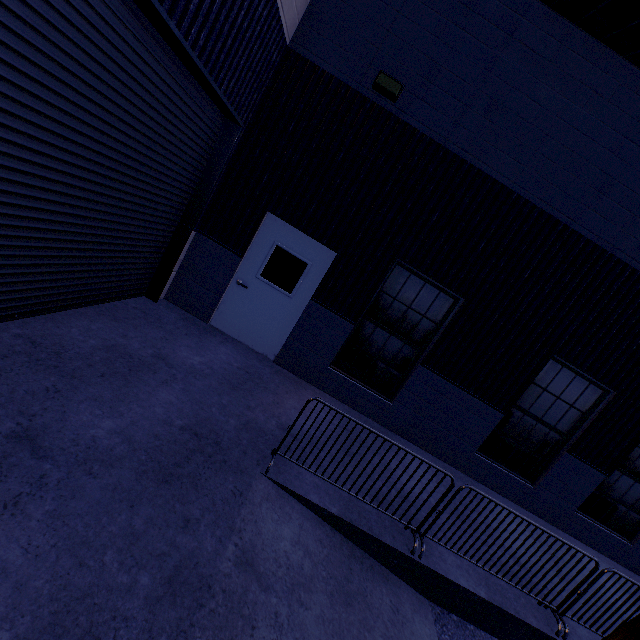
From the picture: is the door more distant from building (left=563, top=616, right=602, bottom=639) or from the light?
the light

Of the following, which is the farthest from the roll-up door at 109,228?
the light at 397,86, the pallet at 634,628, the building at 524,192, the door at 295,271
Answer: the pallet at 634,628

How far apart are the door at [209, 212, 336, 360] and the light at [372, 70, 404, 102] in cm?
256

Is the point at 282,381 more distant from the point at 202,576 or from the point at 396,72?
the point at 396,72

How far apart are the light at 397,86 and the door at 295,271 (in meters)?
2.56

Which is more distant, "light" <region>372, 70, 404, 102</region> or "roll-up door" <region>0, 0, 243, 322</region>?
"light" <region>372, 70, 404, 102</region>

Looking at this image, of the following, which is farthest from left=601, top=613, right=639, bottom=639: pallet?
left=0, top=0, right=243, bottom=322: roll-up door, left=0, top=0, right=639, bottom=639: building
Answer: left=0, top=0, right=243, bottom=322: roll-up door

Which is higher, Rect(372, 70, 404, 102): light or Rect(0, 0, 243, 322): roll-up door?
Rect(372, 70, 404, 102): light
